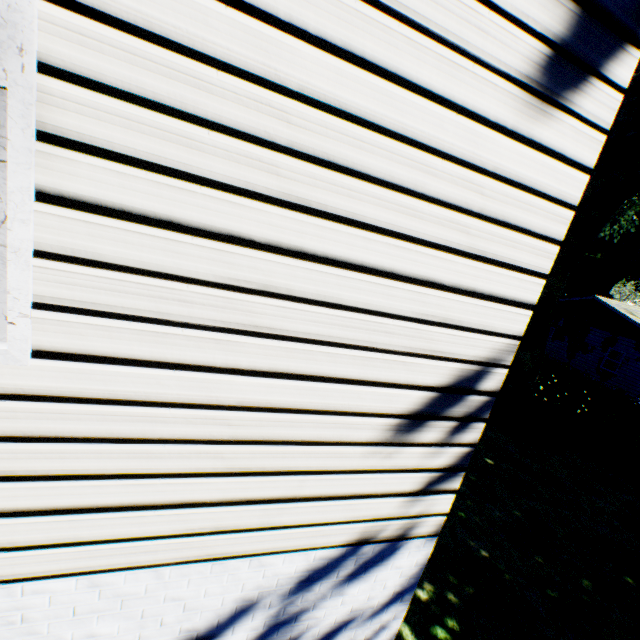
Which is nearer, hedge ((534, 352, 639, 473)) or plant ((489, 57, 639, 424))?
plant ((489, 57, 639, 424))

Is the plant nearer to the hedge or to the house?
the house

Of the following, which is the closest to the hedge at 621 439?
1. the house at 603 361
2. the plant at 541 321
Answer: the plant at 541 321

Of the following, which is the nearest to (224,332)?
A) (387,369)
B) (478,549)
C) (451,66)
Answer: (387,369)

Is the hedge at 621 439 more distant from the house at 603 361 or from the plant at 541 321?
the house at 603 361

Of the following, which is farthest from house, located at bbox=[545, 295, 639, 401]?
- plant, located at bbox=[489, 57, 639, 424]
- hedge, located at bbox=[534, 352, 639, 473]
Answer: hedge, located at bbox=[534, 352, 639, 473]
